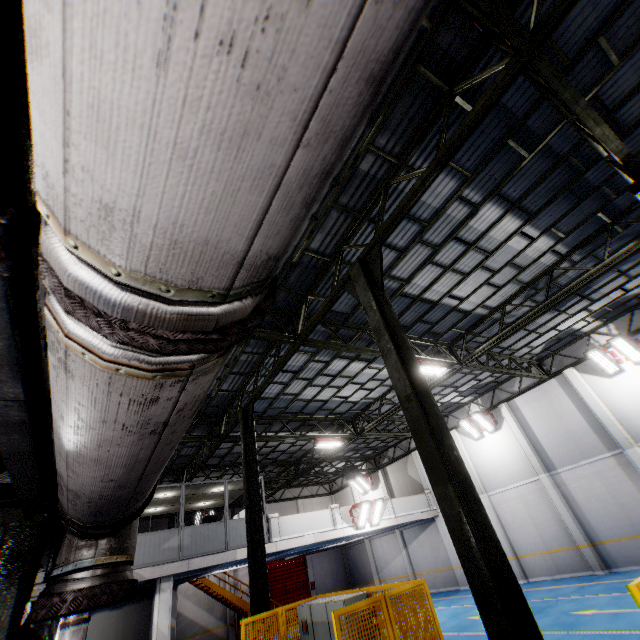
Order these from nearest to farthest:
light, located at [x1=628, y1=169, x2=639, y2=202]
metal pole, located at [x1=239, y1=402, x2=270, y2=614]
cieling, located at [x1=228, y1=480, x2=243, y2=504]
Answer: light, located at [x1=628, y1=169, x2=639, y2=202]
metal pole, located at [x1=239, y1=402, x2=270, y2=614]
cieling, located at [x1=228, y1=480, x2=243, y2=504]

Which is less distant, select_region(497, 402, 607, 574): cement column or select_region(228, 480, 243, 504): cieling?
select_region(497, 402, 607, 574): cement column

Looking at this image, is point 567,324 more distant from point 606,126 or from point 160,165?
point 160,165

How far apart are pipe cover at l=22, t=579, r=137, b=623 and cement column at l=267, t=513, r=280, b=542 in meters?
15.7 m

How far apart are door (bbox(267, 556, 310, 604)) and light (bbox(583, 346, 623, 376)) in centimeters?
2535cm

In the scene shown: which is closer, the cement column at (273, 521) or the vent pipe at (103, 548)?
the vent pipe at (103, 548)

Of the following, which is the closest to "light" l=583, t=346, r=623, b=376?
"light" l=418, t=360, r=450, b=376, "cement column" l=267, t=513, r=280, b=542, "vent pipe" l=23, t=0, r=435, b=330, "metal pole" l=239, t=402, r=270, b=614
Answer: "light" l=418, t=360, r=450, b=376

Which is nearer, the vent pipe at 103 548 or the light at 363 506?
the vent pipe at 103 548
